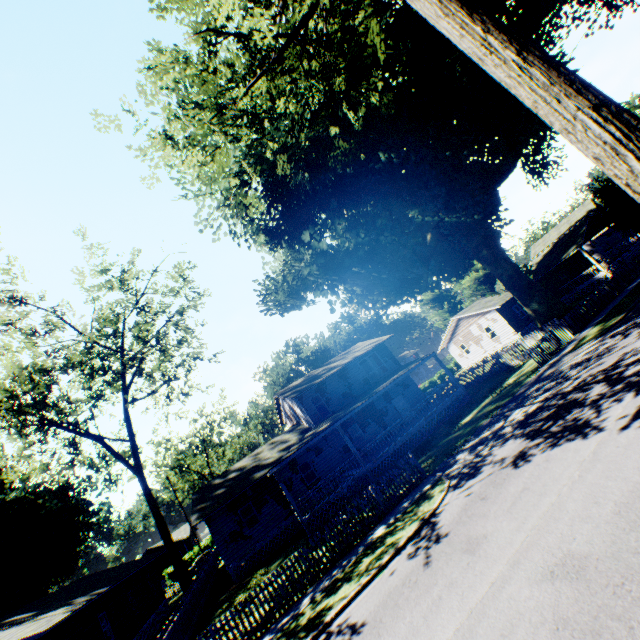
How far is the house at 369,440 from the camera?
21.1m

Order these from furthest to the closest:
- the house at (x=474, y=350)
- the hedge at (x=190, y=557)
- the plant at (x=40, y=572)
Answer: the hedge at (x=190, y=557) < the house at (x=474, y=350) < the plant at (x=40, y=572)

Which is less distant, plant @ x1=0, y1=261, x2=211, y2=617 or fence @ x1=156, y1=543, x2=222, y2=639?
fence @ x1=156, y1=543, x2=222, y2=639

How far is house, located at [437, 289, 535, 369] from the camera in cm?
3453

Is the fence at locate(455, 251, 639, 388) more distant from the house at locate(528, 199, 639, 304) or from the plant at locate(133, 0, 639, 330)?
the house at locate(528, 199, 639, 304)

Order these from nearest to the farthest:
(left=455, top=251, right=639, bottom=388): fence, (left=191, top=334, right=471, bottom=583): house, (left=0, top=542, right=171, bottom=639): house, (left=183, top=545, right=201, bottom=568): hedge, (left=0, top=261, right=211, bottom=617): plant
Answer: (left=0, top=542, right=171, bottom=639): house, (left=455, top=251, right=639, bottom=388): fence, (left=191, top=334, right=471, bottom=583): house, (left=0, top=261, right=211, bottom=617): plant, (left=183, top=545, right=201, bottom=568): hedge

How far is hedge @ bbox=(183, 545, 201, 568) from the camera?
48.81m

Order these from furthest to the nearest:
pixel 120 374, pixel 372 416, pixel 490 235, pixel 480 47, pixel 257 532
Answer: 1. pixel 120 374
2. pixel 372 416
3. pixel 490 235
4. pixel 257 532
5. pixel 480 47
